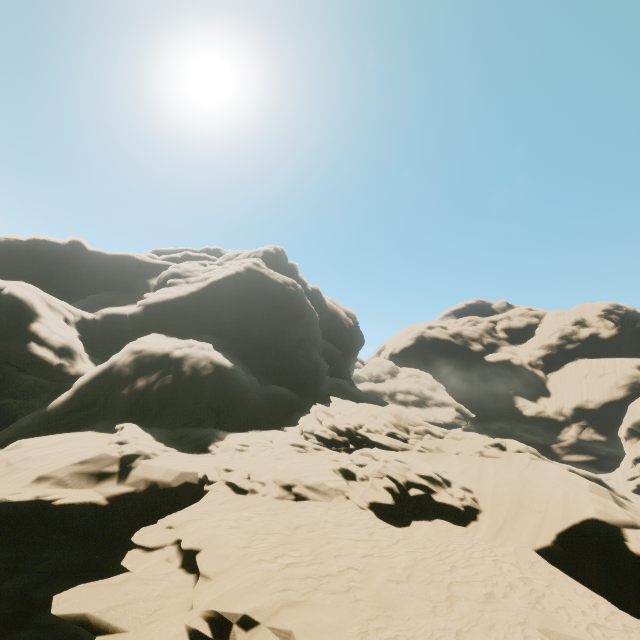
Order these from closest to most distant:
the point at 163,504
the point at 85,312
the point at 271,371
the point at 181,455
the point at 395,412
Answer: the point at 163,504 < the point at 181,455 < the point at 395,412 < the point at 85,312 < the point at 271,371
